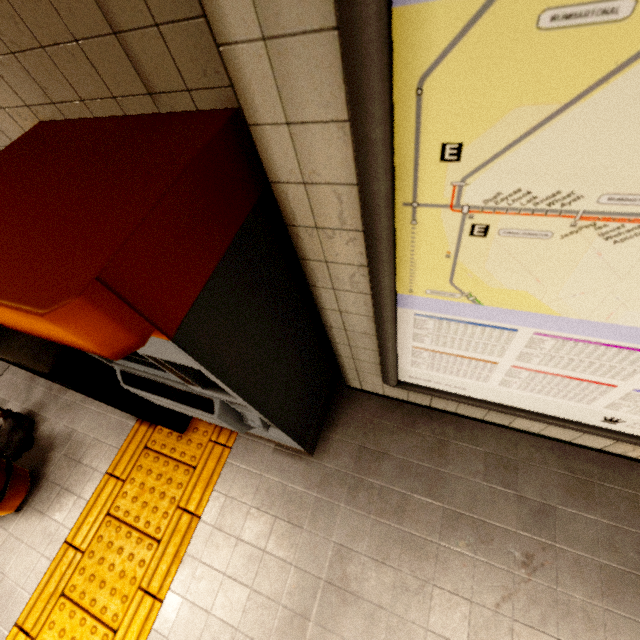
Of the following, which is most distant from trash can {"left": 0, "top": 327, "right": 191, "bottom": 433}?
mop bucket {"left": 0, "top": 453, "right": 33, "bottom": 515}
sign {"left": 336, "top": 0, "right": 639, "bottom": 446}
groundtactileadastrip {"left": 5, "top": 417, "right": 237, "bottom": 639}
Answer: sign {"left": 336, "top": 0, "right": 639, "bottom": 446}

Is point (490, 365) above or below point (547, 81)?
below

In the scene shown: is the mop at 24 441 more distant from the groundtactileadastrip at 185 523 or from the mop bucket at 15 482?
the groundtactileadastrip at 185 523

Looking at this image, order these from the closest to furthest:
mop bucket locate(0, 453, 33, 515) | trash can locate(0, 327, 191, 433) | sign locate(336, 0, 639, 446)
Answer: sign locate(336, 0, 639, 446)
trash can locate(0, 327, 191, 433)
mop bucket locate(0, 453, 33, 515)

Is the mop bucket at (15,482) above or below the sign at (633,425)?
below

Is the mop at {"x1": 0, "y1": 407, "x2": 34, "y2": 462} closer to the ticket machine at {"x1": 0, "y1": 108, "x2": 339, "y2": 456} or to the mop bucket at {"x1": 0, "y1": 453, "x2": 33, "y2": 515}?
the mop bucket at {"x1": 0, "y1": 453, "x2": 33, "y2": 515}

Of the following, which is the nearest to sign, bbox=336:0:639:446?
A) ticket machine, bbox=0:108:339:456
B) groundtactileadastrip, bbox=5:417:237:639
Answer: ticket machine, bbox=0:108:339:456

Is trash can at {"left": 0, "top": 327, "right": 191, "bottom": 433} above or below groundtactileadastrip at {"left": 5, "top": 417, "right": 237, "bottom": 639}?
above
